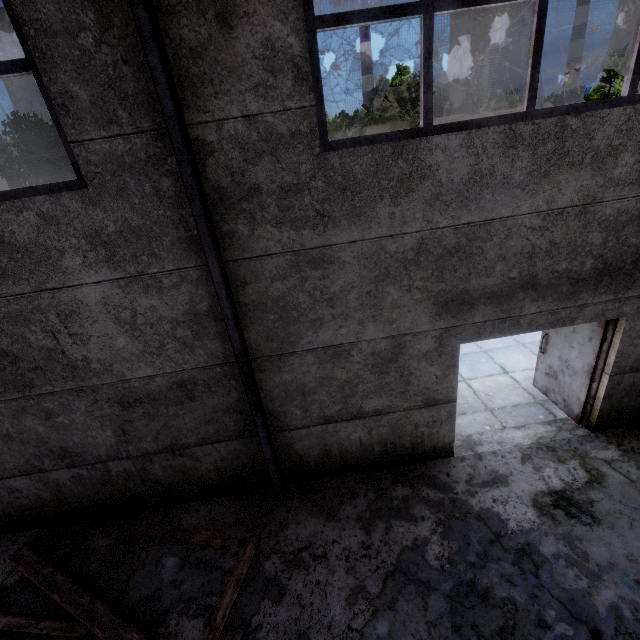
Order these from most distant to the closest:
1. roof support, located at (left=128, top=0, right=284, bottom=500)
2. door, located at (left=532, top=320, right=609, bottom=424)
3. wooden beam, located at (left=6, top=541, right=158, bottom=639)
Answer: door, located at (left=532, top=320, right=609, bottom=424)
wooden beam, located at (left=6, top=541, right=158, bottom=639)
roof support, located at (left=128, top=0, right=284, bottom=500)

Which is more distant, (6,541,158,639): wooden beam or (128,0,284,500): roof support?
(6,541,158,639): wooden beam

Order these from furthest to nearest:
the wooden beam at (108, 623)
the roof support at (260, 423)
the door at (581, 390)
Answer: the door at (581, 390) → the wooden beam at (108, 623) → the roof support at (260, 423)

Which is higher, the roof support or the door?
the roof support

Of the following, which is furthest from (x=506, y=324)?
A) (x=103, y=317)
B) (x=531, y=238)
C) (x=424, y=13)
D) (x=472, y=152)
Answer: (x=103, y=317)

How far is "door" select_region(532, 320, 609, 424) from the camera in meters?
5.1

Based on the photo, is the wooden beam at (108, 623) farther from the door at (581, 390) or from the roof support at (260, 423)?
the door at (581, 390)

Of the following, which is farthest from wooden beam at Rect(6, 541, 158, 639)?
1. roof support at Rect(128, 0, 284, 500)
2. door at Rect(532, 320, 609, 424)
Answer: door at Rect(532, 320, 609, 424)
